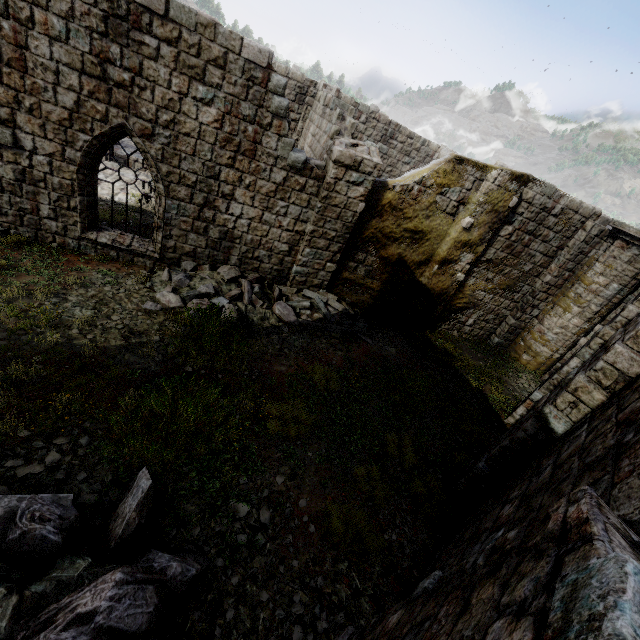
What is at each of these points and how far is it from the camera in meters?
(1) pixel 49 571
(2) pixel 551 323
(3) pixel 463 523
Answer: (1) rubble, 3.5
(2) column, 12.9
(3) building, 5.5

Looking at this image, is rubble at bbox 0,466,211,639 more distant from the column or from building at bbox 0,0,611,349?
the column

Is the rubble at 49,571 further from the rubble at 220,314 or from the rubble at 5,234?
the rubble at 5,234

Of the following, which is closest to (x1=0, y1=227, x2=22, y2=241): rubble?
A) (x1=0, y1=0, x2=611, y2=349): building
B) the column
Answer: (x1=0, y1=0, x2=611, y2=349): building

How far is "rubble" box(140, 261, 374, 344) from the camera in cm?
830

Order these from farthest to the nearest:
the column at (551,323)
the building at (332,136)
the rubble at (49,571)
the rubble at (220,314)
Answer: the column at (551,323), the rubble at (220,314), the building at (332,136), the rubble at (49,571)

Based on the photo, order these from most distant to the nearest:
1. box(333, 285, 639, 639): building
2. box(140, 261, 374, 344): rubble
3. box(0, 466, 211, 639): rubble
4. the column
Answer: the column, box(140, 261, 374, 344): rubble, box(0, 466, 211, 639): rubble, box(333, 285, 639, 639): building

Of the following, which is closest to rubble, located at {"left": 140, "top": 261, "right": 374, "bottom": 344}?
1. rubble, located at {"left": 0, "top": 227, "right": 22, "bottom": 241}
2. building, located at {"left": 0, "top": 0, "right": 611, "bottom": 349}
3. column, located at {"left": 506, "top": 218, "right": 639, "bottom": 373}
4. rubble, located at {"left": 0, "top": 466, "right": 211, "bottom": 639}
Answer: building, located at {"left": 0, "top": 0, "right": 611, "bottom": 349}
